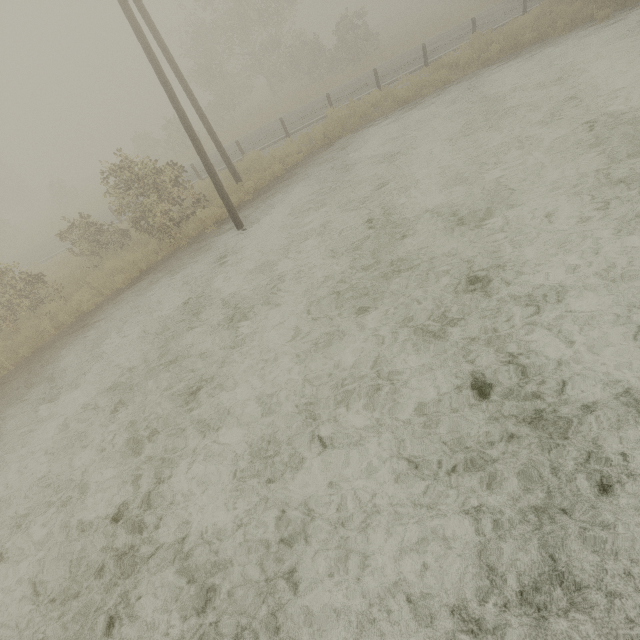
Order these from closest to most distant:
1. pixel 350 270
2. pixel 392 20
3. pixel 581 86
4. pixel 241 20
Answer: pixel 350 270
pixel 581 86
pixel 241 20
pixel 392 20

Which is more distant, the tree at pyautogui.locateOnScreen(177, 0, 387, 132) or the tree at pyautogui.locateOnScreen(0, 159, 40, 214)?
the tree at pyautogui.locateOnScreen(0, 159, 40, 214)

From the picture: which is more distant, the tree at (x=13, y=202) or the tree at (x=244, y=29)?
the tree at (x=13, y=202)
